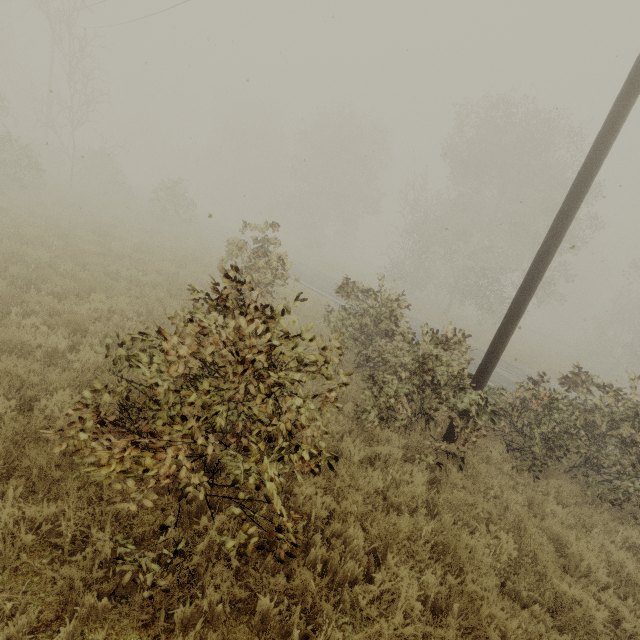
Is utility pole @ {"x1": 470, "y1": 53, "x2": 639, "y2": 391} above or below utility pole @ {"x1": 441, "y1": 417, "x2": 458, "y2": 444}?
above

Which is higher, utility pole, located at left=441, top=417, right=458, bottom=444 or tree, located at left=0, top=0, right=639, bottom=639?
utility pole, located at left=441, top=417, right=458, bottom=444

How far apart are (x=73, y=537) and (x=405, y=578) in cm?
349

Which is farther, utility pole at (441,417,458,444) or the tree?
utility pole at (441,417,458,444)

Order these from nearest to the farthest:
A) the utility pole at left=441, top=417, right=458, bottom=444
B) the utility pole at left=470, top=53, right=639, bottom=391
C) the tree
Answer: the tree, the utility pole at left=470, top=53, right=639, bottom=391, the utility pole at left=441, top=417, right=458, bottom=444

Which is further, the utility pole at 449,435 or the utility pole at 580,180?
the utility pole at 449,435

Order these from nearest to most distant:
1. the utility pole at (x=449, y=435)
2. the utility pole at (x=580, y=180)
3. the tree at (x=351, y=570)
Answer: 1. the tree at (x=351, y=570)
2. the utility pole at (x=580, y=180)
3. the utility pole at (x=449, y=435)

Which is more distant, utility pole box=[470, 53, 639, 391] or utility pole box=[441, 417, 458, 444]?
utility pole box=[441, 417, 458, 444]
